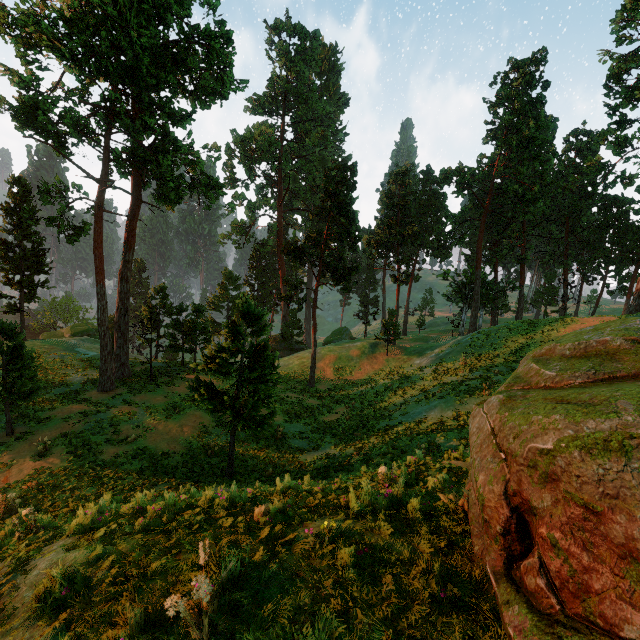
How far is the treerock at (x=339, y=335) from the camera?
56.01m

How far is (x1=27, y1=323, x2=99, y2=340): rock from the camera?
37.62m

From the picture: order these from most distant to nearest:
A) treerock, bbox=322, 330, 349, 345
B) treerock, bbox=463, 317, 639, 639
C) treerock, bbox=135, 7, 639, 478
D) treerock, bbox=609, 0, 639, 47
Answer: treerock, bbox=322, 330, 349, 345 < treerock, bbox=609, 0, 639, 47 < treerock, bbox=135, 7, 639, 478 < treerock, bbox=463, 317, 639, 639

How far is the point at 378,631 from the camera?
2.93m

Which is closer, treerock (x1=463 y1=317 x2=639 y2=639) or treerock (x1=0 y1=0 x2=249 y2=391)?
treerock (x1=463 y1=317 x2=639 y2=639)

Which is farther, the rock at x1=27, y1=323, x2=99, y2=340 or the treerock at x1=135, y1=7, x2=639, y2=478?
the rock at x1=27, y1=323, x2=99, y2=340

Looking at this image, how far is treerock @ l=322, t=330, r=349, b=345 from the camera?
56.01m

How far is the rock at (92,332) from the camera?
37.6m
